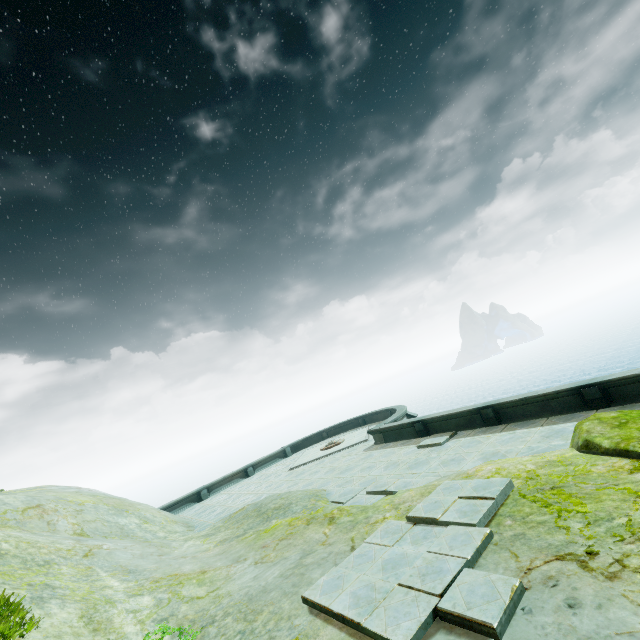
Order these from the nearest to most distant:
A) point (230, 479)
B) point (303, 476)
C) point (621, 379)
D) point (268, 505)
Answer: point (621, 379)
point (268, 505)
point (303, 476)
point (230, 479)
